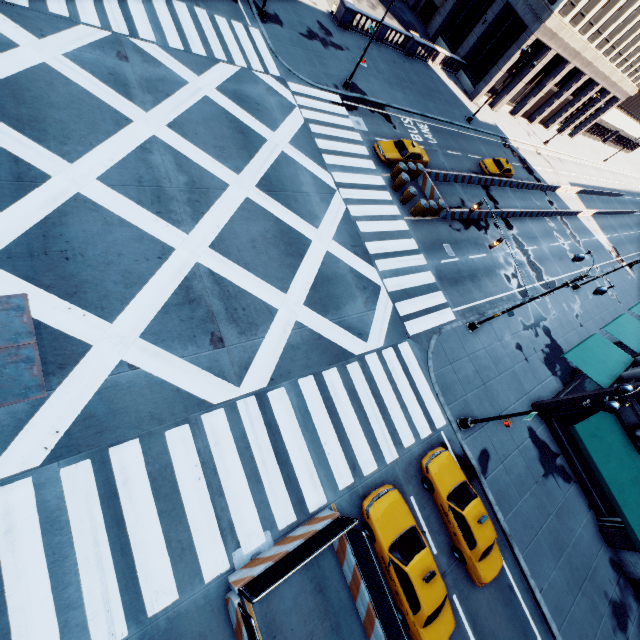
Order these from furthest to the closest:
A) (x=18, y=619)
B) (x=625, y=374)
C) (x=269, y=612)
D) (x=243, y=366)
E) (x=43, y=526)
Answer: (x=625, y=374) → (x=243, y=366) → (x=269, y=612) → (x=43, y=526) → (x=18, y=619)

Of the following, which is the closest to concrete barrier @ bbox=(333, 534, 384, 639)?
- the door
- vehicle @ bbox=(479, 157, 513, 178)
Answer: vehicle @ bbox=(479, 157, 513, 178)

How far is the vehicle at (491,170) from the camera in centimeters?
3225cm

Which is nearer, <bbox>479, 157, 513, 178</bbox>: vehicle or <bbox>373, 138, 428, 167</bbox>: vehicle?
<bbox>373, 138, 428, 167</bbox>: vehicle

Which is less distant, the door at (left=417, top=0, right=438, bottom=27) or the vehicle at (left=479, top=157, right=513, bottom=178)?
the vehicle at (left=479, top=157, right=513, bottom=178)

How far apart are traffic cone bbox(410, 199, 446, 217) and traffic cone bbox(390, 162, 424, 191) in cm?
271

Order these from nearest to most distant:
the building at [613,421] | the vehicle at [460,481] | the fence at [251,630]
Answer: the fence at [251,630], the vehicle at [460,481], the building at [613,421]

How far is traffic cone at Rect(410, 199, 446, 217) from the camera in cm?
2250
